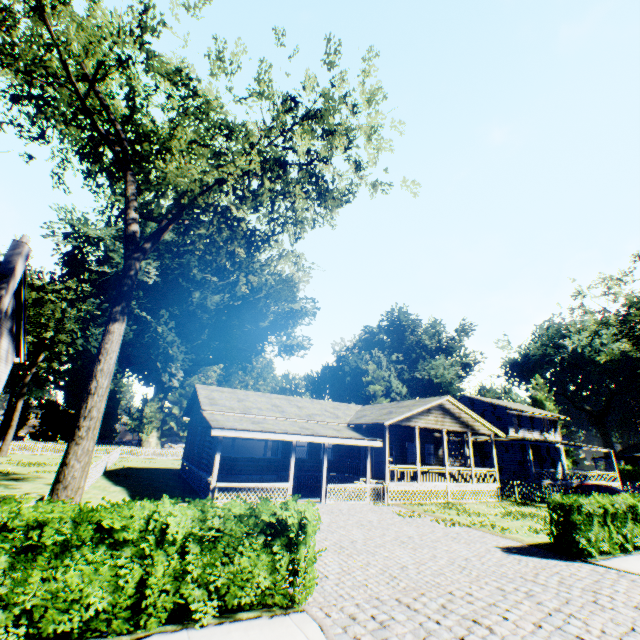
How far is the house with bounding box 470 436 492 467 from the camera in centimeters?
3280cm

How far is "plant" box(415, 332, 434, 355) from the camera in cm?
5841

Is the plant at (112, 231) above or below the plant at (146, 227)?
below

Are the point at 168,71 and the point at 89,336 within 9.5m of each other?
no

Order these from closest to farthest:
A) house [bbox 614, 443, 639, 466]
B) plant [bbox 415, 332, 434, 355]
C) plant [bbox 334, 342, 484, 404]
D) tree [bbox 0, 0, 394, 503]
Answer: tree [bbox 0, 0, 394, 503]
plant [bbox 334, 342, 484, 404]
house [bbox 614, 443, 639, 466]
plant [bbox 415, 332, 434, 355]

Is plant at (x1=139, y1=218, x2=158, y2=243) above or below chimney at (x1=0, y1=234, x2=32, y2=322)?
above

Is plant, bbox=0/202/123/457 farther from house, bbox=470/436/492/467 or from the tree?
the tree

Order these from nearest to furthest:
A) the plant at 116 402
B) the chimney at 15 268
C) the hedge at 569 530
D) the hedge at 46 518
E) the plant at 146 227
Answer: the hedge at 46 518 < the hedge at 569 530 < the chimney at 15 268 < the plant at 146 227 < the plant at 116 402
